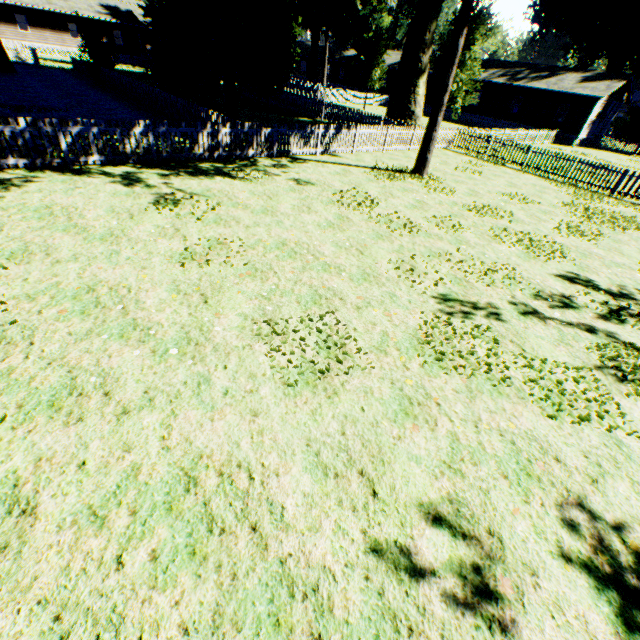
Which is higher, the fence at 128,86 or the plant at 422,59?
the plant at 422,59

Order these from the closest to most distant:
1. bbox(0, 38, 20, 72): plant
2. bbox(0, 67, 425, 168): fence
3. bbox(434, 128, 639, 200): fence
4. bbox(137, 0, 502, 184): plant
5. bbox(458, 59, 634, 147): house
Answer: bbox(0, 67, 425, 168): fence
bbox(137, 0, 502, 184): plant
bbox(434, 128, 639, 200): fence
bbox(0, 38, 20, 72): plant
bbox(458, 59, 634, 147): house

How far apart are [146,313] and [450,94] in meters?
25.8

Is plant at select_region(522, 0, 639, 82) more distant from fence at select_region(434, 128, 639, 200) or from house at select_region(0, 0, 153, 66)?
house at select_region(0, 0, 153, 66)

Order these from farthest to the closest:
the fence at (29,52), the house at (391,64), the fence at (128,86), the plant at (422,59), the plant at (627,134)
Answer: the house at (391,64) → the plant at (627,134) → the fence at (29,52) → the plant at (422,59) → the fence at (128,86)

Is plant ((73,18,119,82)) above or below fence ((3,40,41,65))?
above

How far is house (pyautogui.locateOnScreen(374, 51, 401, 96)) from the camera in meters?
49.7

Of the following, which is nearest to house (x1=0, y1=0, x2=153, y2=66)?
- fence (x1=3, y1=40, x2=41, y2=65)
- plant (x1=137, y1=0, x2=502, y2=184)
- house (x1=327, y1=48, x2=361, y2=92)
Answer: fence (x1=3, y1=40, x2=41, y2=65)
